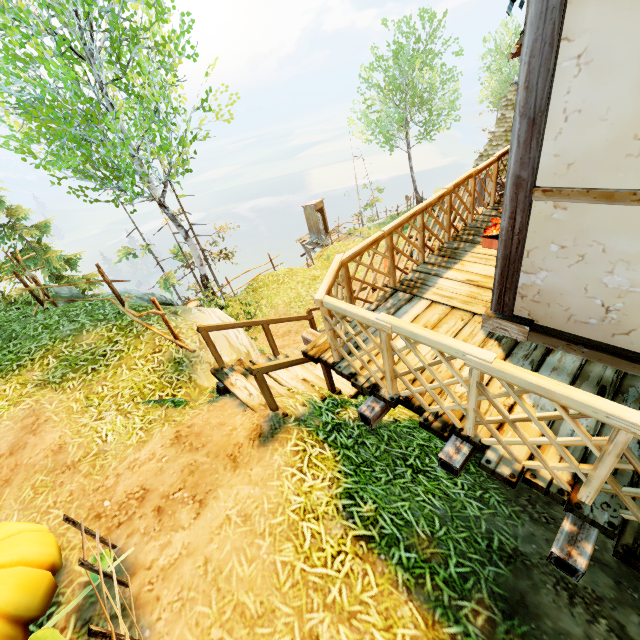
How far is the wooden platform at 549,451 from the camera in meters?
2.6 m

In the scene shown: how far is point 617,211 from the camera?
2.6m

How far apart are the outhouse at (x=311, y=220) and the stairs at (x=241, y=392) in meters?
19.8 m

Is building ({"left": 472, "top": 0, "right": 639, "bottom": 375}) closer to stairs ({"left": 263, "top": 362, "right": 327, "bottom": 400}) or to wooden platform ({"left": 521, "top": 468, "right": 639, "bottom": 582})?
wooden platform ({"left": 521, "top": 468, "right": 639, "bottom": 582})

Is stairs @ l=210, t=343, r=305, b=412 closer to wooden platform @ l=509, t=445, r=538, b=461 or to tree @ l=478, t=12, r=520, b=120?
wooden platform @ l=509, t=445, r=538, b=461

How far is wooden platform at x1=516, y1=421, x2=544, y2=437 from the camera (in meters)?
2.79

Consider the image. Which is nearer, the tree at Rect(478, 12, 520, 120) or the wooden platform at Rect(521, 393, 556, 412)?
the wooden platform at Rect(521, 393, 556, 412)
